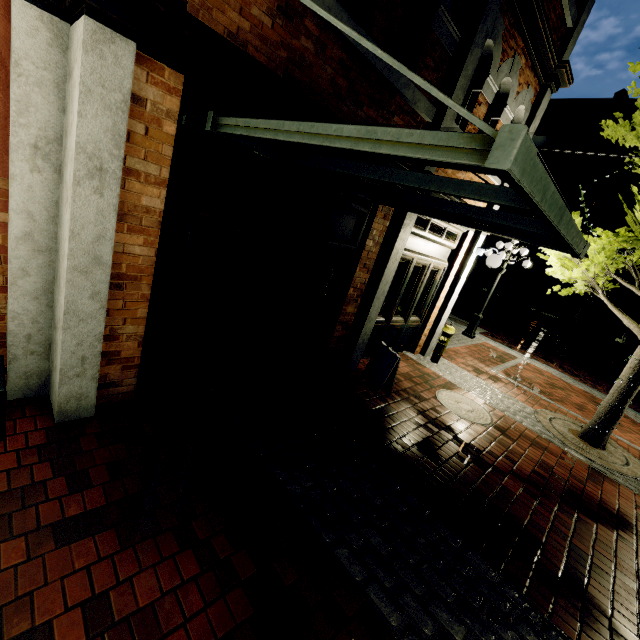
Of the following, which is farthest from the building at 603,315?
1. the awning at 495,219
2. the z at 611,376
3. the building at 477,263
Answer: the building at 477,263

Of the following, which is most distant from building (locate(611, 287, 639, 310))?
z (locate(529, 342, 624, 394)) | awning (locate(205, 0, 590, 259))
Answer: awning (locate(205, 0, 590, 259))

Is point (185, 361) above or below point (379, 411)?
above

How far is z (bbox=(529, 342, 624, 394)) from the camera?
11.7m

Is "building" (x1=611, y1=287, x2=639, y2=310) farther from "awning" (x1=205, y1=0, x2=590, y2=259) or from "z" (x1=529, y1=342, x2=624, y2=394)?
"awning" (x1=205, y1=0, x2=590, y2=259)

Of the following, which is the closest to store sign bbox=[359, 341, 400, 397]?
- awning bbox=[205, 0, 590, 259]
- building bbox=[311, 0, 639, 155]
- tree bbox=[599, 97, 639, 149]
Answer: awning bbox=[205, 0, 590, 259]

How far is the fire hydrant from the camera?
7.4m
